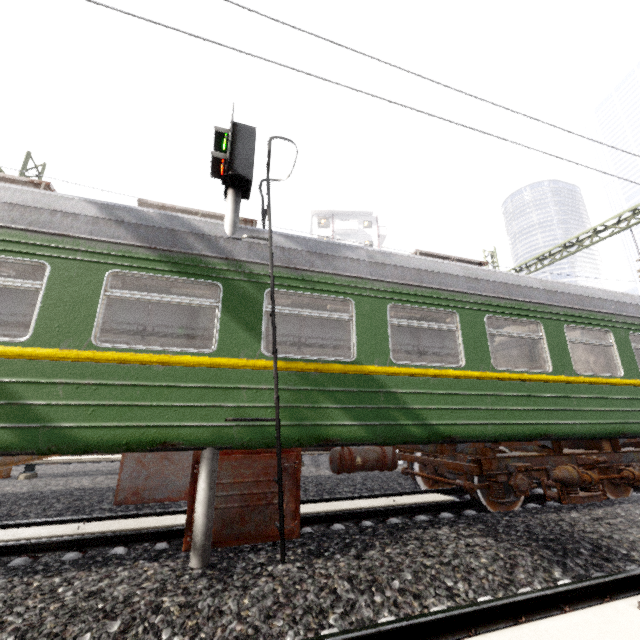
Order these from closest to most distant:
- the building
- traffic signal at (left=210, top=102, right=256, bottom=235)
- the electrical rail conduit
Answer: the electrical rail conduit
traffic signal at (left=210, top=102, right=256, bottom=235)
the building

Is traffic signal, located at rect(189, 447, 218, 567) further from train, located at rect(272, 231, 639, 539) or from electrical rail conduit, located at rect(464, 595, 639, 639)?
electrical rail conduit, located at rect(464, 595, 639, 639)

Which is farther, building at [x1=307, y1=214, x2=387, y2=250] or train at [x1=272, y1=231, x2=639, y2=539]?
building at [x1=307, y1=214, x2=387, y2=250]

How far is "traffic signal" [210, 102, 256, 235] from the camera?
4.5m

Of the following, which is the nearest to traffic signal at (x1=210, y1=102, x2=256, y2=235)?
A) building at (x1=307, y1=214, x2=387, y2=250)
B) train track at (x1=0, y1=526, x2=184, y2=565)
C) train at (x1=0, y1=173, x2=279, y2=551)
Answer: train at (x1=0, y1=173, x2=279, y2=551)

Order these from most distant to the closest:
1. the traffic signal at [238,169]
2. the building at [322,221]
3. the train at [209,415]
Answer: the building at [322,221], the traffic signal at [238,169], the train at [209,415]

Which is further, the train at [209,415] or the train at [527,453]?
the train at [527,453]

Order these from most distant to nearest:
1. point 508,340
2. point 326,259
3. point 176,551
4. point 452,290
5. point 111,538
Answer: point 508,340
point 452,290
point 326,259
point 111,538
point 176,551
